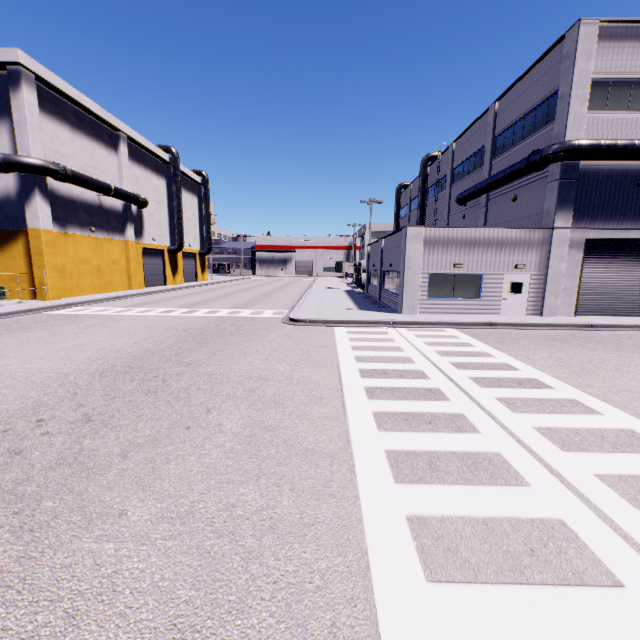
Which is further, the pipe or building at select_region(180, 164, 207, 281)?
building at select_region(180, 164, 207, 281)

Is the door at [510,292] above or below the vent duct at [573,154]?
below

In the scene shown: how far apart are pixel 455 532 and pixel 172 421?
5.0 meters

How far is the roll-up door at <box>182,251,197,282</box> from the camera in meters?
46.3

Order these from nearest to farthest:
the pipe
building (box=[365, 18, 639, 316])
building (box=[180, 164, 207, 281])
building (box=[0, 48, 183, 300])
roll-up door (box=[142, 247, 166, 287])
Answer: building (box=[365, 18, 639, 316]) → the pipe → building (box=[0, 48, 183, 300]) → roll-up door (box=[142, 247, 166, 287]) → building (box=[180, 164, 207, 281])

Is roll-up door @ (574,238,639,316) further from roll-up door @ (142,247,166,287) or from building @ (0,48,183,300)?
roll-up door @ (142,247,166,287)

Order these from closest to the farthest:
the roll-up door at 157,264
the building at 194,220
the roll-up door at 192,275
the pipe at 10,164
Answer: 1. the pipe at 10,164
2. the roll-up door at 157,264
3. the building at 194,220
4. the roll-up door at 192,275

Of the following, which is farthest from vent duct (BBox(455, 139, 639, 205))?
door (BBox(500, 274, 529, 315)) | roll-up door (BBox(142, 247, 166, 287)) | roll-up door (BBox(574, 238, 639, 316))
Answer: roll-up door (BBox(142, 247, 166, 287))
